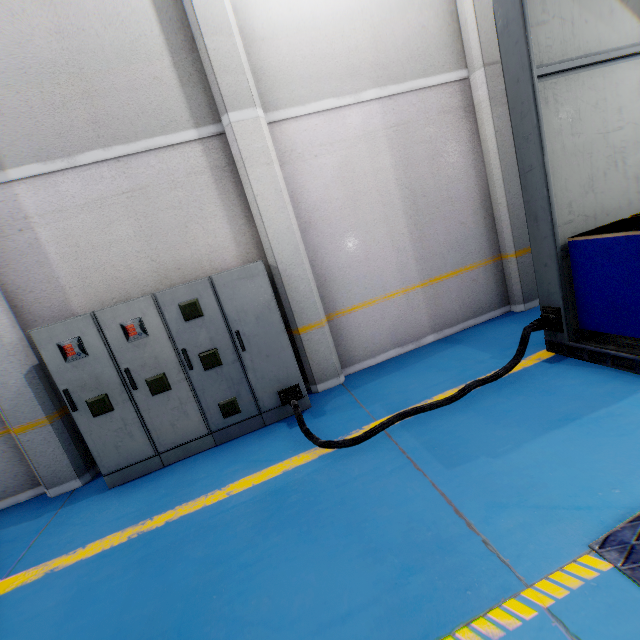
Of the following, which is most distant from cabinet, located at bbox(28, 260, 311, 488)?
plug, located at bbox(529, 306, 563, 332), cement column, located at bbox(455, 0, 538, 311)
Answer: cement column, located at bbox(455, 0, 538, 311)

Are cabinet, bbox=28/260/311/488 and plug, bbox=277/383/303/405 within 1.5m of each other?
yes

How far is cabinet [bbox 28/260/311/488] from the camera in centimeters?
384cm

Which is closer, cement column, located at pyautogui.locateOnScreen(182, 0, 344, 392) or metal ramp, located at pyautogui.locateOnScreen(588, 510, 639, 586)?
metal ramp, located at pyautogui.locateOnScreen(588, 510, 639, 586)

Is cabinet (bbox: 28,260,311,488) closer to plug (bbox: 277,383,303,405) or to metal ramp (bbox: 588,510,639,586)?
plug (bbox: 277,383,303,405)

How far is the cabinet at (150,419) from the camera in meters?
3.8 m

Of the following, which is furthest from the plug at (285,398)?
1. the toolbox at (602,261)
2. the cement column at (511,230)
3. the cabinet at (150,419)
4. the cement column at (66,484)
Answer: the cement column at (511,230)

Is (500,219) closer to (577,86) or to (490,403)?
(577,86)
